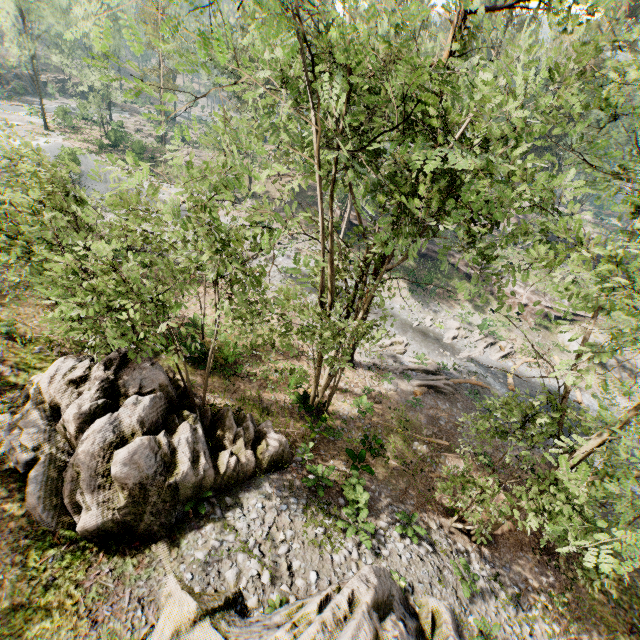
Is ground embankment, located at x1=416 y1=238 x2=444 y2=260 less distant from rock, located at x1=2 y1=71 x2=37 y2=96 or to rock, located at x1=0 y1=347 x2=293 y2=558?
rock, located at x1=0 y1=347 x2=293 y2=558

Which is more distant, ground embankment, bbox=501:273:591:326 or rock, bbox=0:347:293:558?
ground embankment, bbox=501:273:591:326

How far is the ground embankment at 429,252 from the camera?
38.5 meters

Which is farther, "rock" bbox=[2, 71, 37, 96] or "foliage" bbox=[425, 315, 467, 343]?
"rock" bbox=[2, 71, 37, 96]

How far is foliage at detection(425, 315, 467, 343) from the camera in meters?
28.7

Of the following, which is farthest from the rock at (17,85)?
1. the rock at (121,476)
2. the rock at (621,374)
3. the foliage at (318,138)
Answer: the rock at (621,374)

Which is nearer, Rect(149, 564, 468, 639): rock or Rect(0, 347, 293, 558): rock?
Rect(149, 564, 468, 639): rock

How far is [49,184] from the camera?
11.32m
